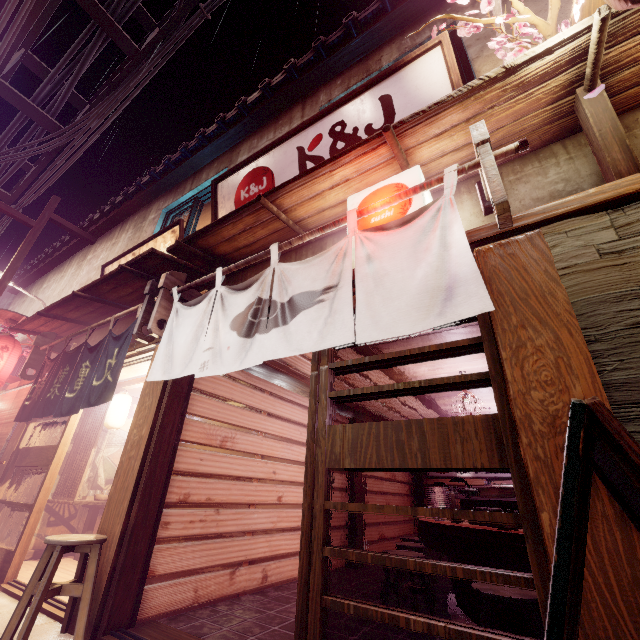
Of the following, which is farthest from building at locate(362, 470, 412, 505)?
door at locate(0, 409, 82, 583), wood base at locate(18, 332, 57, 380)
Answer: wood base at locate(18, 332, 57, 380)

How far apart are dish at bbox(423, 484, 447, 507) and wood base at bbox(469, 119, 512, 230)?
5.74m

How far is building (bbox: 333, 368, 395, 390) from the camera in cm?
947

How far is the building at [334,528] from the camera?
10.97m

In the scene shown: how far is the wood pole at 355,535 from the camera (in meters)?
11.48

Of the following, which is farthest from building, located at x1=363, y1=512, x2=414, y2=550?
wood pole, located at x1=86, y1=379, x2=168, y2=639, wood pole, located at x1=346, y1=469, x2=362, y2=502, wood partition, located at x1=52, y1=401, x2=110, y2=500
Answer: wood partition, located at x1=52, y1=401, x2=110, y2=500

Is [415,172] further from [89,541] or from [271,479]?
[271,479]

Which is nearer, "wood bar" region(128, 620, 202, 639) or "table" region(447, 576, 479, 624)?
"wood bar" region(128, 620, 202, 639)
